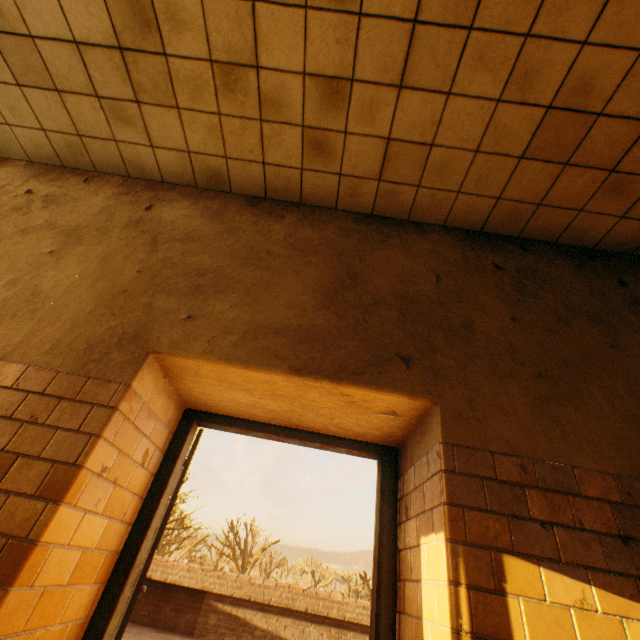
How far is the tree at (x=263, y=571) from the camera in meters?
19.8

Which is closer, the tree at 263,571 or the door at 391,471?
the door at 391,471

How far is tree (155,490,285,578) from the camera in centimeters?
1981cm

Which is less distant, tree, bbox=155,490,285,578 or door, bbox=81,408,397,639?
door, bbox=81,408,397,639

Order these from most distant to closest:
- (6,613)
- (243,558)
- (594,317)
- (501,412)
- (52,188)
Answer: (243,558) < (52,188) < (594,317) < (501,412) < (6,613)
